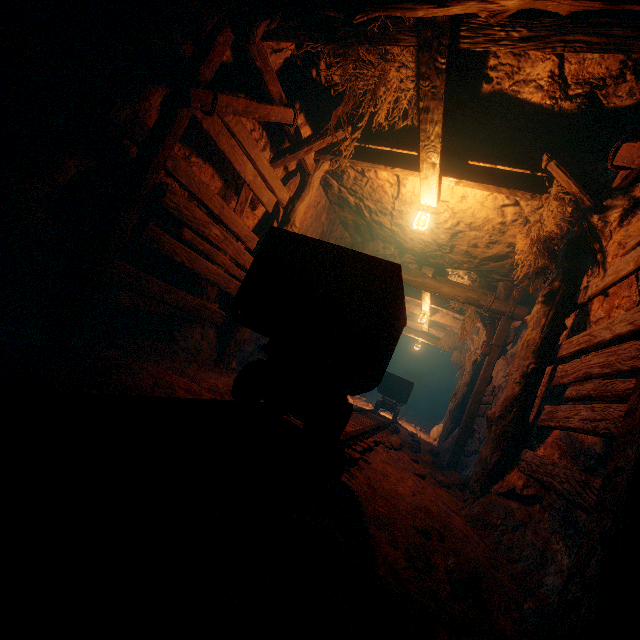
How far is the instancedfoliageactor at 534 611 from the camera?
2.1 meters

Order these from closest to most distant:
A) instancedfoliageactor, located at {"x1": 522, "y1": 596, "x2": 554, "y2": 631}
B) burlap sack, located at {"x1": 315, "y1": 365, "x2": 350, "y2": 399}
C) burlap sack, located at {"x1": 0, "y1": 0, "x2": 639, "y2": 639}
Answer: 1. burlap sack, located at {"x1": 0, "y1": 0, "x2": 639, "y2": 639}
2. instancedfoliageactor, located at {"x1": 522, "y1": 596, "x2": 554, "y2": 631}
3. burlap sack, located at {"x1": 315, "y1": 365, "x2": 350, "y2": 399}

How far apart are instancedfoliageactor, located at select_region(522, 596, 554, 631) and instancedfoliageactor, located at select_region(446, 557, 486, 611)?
0.4 meters

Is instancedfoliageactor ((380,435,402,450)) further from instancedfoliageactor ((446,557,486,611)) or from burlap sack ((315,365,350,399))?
instancedfoliageactor ((446,557,486,611))

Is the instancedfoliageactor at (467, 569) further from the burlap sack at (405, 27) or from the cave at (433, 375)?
the cave at (433, 375)

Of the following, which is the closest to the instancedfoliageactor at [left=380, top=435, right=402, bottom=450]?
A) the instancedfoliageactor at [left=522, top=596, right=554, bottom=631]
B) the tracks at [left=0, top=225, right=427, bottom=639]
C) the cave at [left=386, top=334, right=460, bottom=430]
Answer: the tracks at [left=0, top=225, right=427, bottom=639]

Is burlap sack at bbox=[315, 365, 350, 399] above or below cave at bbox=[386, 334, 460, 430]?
above

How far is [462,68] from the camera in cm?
352
